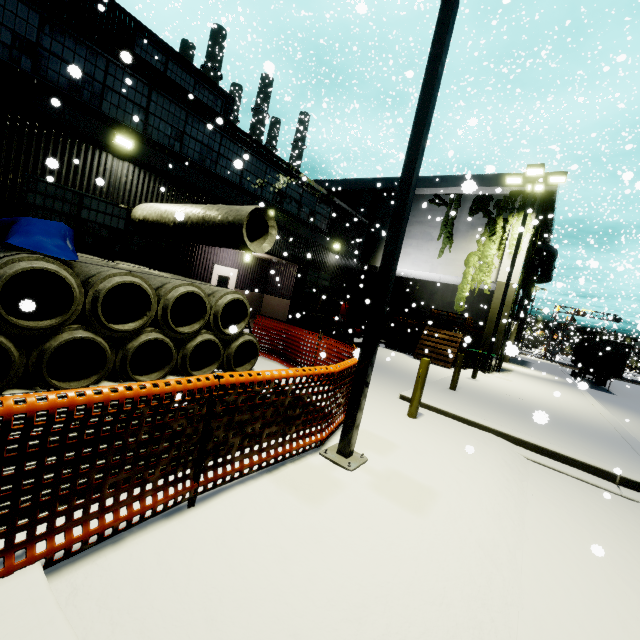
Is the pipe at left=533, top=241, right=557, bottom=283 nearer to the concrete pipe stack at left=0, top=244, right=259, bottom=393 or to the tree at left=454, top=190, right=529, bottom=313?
the tree at left=454, top=190, right=529, bottom=313

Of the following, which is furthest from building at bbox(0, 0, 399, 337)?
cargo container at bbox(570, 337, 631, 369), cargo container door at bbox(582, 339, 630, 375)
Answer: cargo container door at bbox(582, 339, 630, 375)

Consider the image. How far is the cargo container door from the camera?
22.0 meters

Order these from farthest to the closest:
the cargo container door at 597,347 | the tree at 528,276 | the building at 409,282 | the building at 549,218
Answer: the cargo container door at 597,347 → the building at 409,282 → the tree at 528,276 → the building at 549,218

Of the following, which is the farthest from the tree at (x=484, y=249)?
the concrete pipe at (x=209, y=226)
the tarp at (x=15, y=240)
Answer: the concrete pipe at (x=209, y=226)

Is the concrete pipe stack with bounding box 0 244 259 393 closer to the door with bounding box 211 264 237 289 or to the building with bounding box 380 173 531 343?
the building with bounding box 380 173 531 343

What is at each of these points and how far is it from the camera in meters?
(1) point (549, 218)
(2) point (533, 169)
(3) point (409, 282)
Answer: (1) building, 20.2 m
(2) light, 14.5 m
(3) building, 25.1 m

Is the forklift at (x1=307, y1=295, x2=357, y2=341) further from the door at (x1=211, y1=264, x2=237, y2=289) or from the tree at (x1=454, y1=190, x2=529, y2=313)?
the tree at (x1=454, y1=190, x2=529, y2=313)
